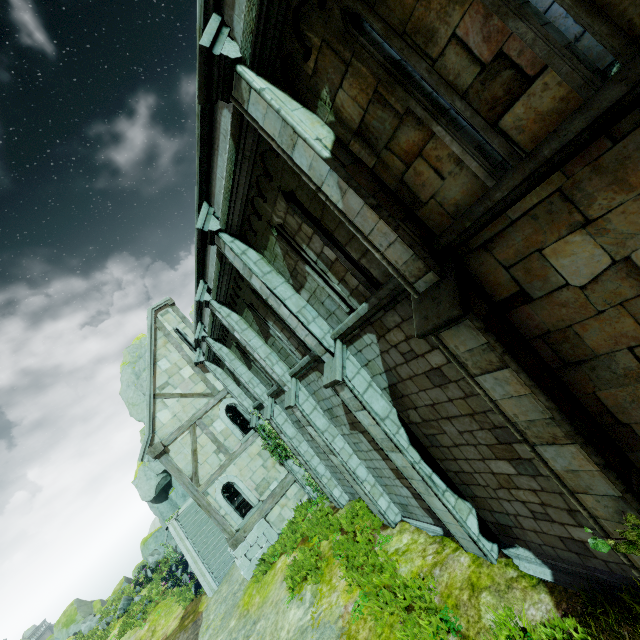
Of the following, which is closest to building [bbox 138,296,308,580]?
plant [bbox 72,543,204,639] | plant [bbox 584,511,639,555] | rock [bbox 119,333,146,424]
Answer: rock [bbox 119,333,146,424]

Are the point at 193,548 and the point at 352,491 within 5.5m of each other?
no

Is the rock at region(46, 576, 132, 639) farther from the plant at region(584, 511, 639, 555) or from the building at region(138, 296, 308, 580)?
the plant at region(584, 511, 639, 555)

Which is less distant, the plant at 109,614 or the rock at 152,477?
the plant at 109,614

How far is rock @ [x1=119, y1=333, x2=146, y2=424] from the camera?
31.86m

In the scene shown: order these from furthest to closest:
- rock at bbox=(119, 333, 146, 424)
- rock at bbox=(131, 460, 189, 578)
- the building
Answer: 1. rock at bbox=(119, 333, 146, 424)
2. rock at bbox=(131, 460, 189, 578)
3. the building

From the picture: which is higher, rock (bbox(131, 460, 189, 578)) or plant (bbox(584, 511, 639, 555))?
rock (bbox(131, 460, 189, 578))

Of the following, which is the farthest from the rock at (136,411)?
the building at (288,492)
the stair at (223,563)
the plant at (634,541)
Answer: the plant at (634,541)
